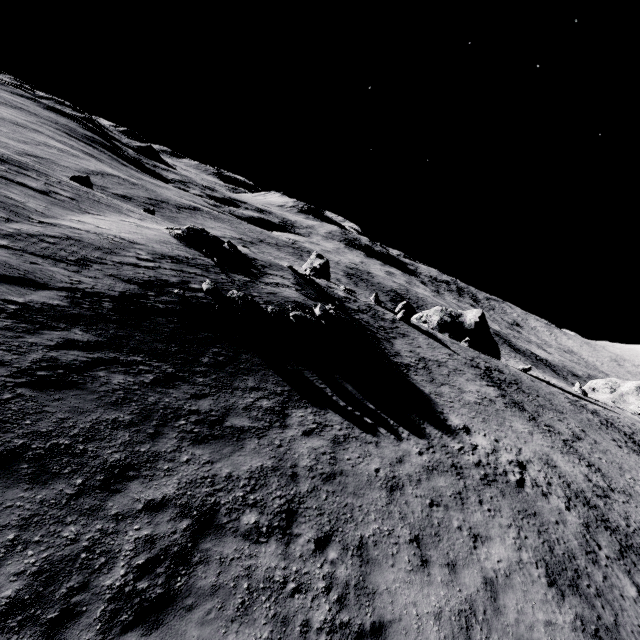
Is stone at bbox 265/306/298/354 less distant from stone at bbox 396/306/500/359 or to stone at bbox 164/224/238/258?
stone at bbox 164/224/238/258

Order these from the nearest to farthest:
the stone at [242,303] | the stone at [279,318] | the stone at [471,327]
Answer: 1. the stone at [242,303]
2. the stone at [279,318]
3. the stone at [471,327]

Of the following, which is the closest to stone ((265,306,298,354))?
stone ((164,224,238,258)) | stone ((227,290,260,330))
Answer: stone ((227,290,260,330))

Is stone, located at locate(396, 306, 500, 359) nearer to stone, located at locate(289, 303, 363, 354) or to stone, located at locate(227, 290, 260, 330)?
stone, located at locate(289, 303, 363, 354)

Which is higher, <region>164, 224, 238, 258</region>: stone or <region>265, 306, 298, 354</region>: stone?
<region>164, 224, 238, 258</region>: stone

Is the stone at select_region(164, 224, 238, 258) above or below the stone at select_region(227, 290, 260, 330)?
above

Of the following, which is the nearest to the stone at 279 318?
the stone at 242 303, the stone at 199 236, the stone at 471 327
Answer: the stone at 242 303

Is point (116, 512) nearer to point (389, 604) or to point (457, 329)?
point (389, 604)
